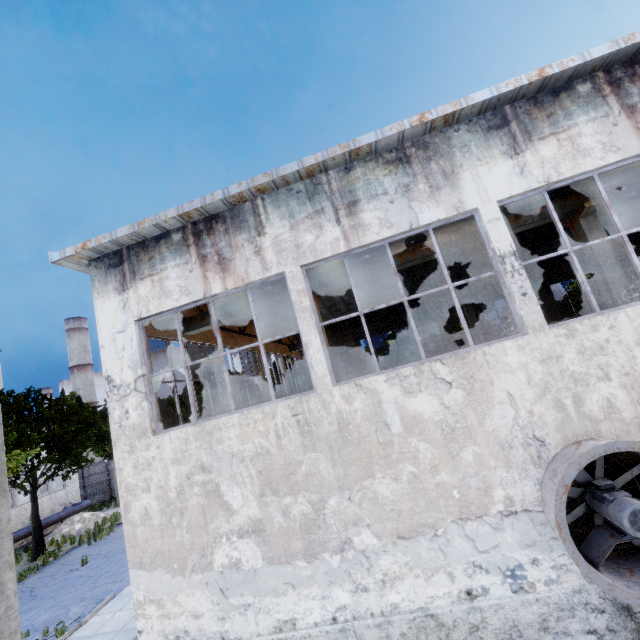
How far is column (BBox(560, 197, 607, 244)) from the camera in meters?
8.3 m

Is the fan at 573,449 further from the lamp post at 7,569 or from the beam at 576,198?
the lamp post at 7,569

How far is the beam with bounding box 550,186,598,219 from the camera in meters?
8.7 m

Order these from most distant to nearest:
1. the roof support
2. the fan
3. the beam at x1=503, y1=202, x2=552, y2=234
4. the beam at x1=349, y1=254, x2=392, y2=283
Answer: the roof support
the beam at x1=349, y1=254, x2=392, y2=283
the beam at x1=503, y1=202, x2=552, y2=234
the fan

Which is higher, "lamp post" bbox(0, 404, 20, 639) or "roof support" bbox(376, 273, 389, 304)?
"roof support" bbox(376, 273, 389, 304)

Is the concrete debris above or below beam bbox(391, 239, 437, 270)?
below

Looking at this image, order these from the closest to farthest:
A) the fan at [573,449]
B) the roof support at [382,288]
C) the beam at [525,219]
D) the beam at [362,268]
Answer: the fan at [573,449]
the beam at [525,219]
the beam at [362,268]
the roof support at [382,288]

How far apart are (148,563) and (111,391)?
3.64m
